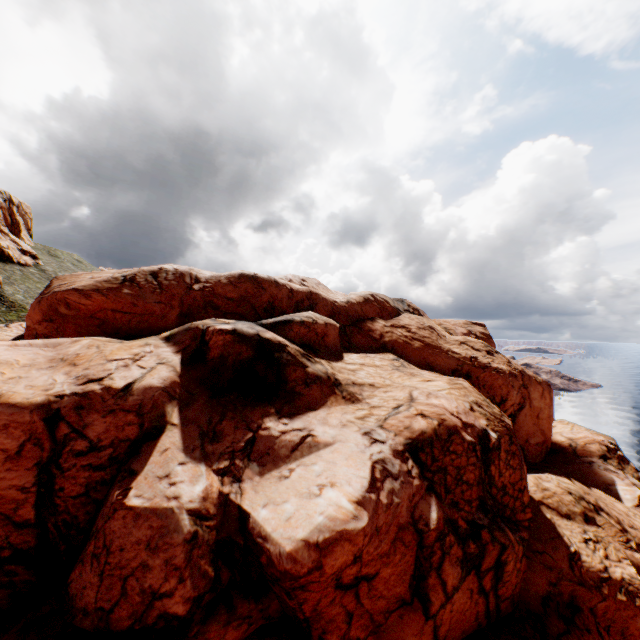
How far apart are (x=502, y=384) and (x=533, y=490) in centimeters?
953cm
